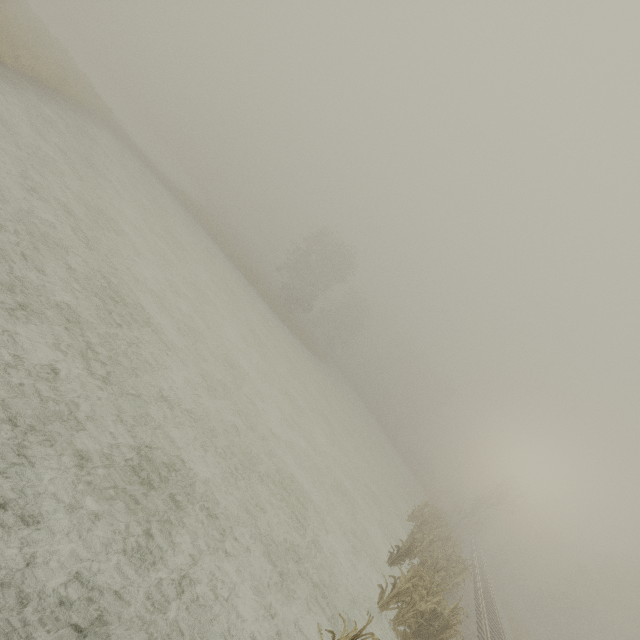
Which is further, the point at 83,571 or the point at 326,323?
the point at 326,323
